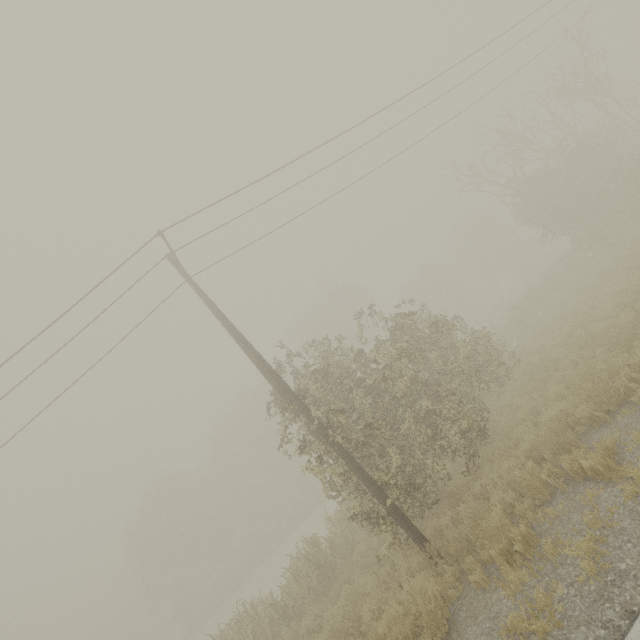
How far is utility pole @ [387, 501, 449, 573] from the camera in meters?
7.3

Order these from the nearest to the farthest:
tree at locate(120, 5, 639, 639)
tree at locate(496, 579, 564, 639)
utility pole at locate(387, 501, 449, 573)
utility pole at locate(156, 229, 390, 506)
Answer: tree at locate(496, 579, 564, 639) < utility pole at locate(387, 501, 449, 573) < utility pole at locate(156, 229, 390, 506) < tree at locate(120, 5, 639, 639)

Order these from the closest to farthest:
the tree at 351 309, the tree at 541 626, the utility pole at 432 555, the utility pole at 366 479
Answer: the tree at 541 626, the utility pole at 432 555, the utility pole at 366 479, the tree at 351 309

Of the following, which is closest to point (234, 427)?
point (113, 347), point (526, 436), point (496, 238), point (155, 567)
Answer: point (155, 567)

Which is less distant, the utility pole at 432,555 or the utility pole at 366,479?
the utility pole at 432,555

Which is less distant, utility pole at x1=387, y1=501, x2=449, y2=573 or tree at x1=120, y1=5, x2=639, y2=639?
utility pole at x1=387, y1=501, x2=449, y2=573
